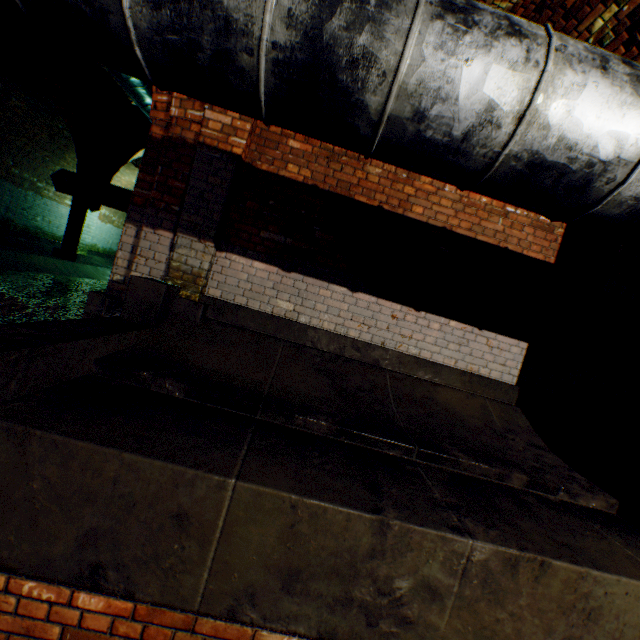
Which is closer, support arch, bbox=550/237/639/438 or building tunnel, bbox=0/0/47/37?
support arch, bbox=550/237/639/438

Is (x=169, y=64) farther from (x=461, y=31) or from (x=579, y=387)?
(x=579, y=387)

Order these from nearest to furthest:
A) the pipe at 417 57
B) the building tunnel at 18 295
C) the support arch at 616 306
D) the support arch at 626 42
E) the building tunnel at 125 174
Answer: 1. the pipe at 417 57
2. the support arch at 626 42
3. the support arch at 616 306
4. the building tunnel at 18 295
5. the building tunnel at 125 174

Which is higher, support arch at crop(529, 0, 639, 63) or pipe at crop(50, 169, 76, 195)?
support arch at crop(529, 0, 639, 63)

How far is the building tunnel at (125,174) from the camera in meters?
13.9 m

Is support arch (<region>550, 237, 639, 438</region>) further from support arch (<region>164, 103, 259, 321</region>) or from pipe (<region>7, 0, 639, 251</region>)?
pipe (<region>7, 0, 639, 251</region>)

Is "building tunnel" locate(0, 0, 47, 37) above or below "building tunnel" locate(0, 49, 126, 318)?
above

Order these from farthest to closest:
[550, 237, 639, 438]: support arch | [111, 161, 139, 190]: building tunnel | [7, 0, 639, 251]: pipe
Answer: [111, 161, 139, 190]: building tunnel → [550, 237, 639, 438]: support arch → [7, 0, 639, 251]: pipe
